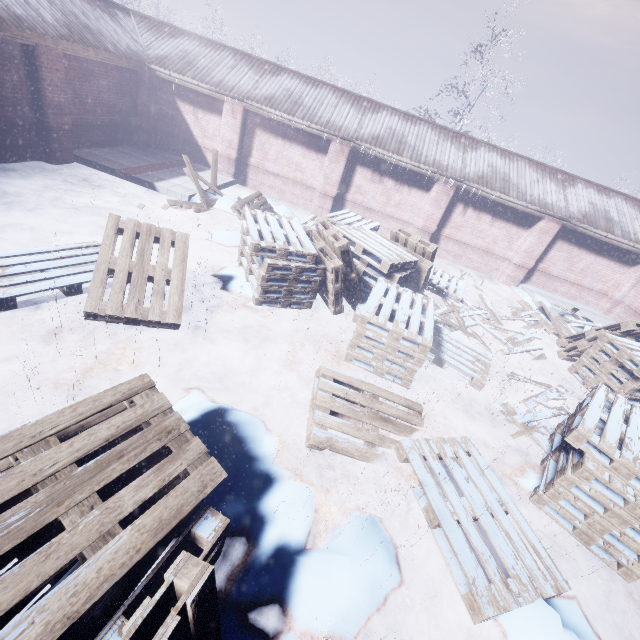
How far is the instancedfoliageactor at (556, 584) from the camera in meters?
2.6

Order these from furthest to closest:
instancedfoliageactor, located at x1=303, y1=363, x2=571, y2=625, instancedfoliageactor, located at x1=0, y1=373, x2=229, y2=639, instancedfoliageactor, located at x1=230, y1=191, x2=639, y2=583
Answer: instancedfoliageactor, located at x1=230, y1=191, x2=639, y2=583
instancedfoliageactor, located at x1=303, y1=363, x2=571, y2=625
instancedfoliageactor, located at x1=0, y1=373, x2=229, y2=639

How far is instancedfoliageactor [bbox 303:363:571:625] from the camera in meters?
2.6 m

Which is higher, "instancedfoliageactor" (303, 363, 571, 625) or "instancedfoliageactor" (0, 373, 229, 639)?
"instancedfoliageactor" (0, 373, 229, 639)

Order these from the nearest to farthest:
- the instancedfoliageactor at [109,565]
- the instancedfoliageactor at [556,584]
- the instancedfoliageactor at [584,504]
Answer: the instancedfoliageactor at [109,565] < the instancedfoliageactor at [556,584] < the instancedfoliageactor at [584,504]

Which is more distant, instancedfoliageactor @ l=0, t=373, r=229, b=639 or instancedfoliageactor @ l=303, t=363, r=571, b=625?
instancedfoliageactor @ l=303, t=363, r=571, b=625

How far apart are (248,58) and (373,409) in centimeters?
1118cm
